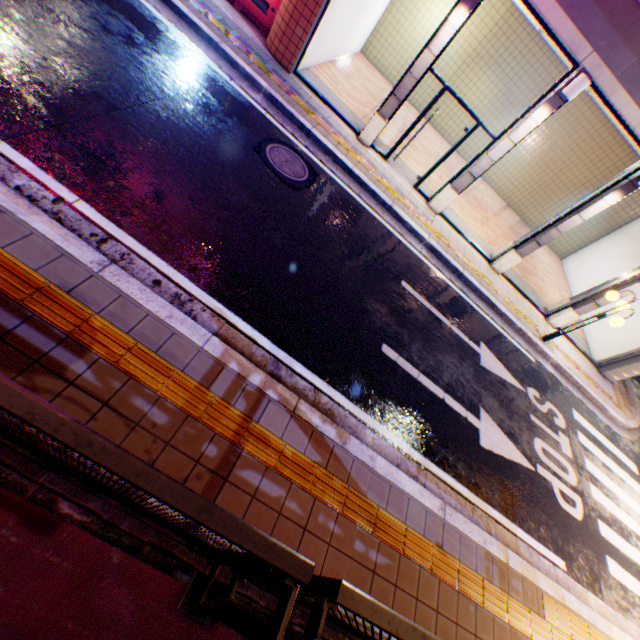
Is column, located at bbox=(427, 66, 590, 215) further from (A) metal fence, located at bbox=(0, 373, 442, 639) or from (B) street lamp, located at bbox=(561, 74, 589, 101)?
(A) metal fence, located at bbox=(0, 373, 442, 639)

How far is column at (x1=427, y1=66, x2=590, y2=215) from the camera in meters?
7.3 m

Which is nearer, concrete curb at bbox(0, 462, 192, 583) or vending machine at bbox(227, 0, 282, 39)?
concrete curb at bbox(0, 462, 192, 583)

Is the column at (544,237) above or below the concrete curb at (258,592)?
above

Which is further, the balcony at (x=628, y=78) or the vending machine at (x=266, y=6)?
the vending machine at (x=266, y=6)

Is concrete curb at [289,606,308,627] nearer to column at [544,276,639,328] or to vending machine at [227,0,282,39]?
column at [544,276,639,328]

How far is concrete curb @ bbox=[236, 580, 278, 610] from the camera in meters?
2.9 m

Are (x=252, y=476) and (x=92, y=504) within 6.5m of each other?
yes
